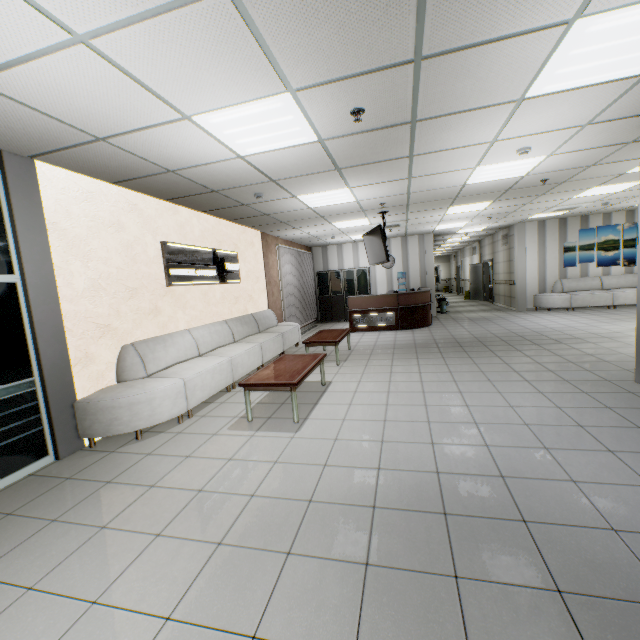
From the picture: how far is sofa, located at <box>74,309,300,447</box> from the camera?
3.72m

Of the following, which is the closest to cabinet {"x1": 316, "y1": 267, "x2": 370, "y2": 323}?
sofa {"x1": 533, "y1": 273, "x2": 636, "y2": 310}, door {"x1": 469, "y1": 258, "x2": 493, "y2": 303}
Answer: sofa {"x1": 533, "y1": 273, "x2": 636, "y2": 310}

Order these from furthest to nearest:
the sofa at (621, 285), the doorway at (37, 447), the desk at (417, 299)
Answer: the sofa at (621, 285)
the desk at (417, 299)
the doorway at (37, 447)

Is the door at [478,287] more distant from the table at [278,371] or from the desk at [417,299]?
the table at [278,371]

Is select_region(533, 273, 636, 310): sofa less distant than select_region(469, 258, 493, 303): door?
Yes

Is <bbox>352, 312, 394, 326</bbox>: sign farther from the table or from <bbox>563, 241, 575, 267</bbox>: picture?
<bbox>563, 241, 575, 267</bbox>: picture

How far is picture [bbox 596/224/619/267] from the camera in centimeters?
1120cm

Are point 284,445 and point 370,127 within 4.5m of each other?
yes
